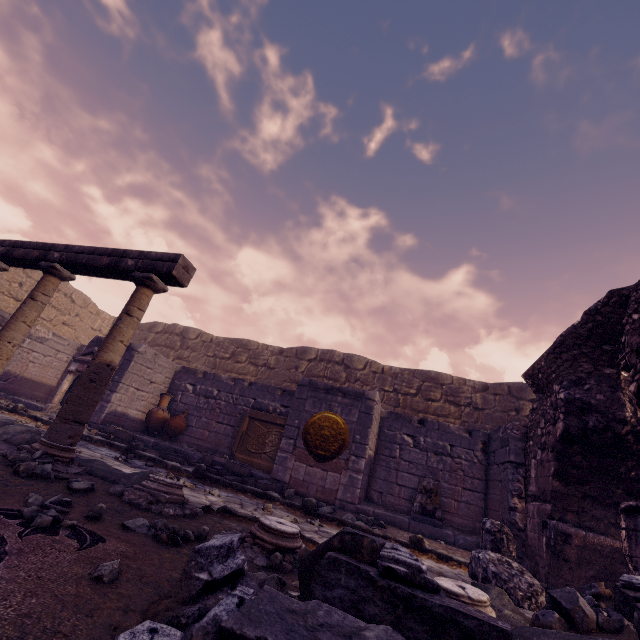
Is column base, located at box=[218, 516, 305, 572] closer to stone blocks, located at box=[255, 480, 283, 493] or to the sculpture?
stone blocks, located at box=[255, 480, 283, 493]

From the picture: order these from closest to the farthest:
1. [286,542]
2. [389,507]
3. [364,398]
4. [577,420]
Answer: [286,542] < [577,420] < [364,398] < [389,507]

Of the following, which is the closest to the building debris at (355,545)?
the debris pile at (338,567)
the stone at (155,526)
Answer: the debris pile at (338,567)

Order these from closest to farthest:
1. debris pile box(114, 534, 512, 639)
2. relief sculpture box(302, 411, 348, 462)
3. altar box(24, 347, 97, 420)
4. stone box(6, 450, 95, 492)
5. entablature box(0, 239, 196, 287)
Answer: debris pile box(114, 534, 512, 639)
stone box(6, 450, 95, 492)
entablature box(0, 239, 196, 287)
relief sculpture box(302, 411, 348, 462)
altar box(24, 347, 97, 420)

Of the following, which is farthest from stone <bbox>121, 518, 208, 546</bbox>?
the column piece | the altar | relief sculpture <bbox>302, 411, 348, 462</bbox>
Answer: the altar

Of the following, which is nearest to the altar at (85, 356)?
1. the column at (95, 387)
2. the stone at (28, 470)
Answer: the column at (95, 387)

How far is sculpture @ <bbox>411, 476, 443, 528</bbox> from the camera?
6.12m

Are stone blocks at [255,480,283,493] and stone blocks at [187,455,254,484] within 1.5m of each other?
yes
